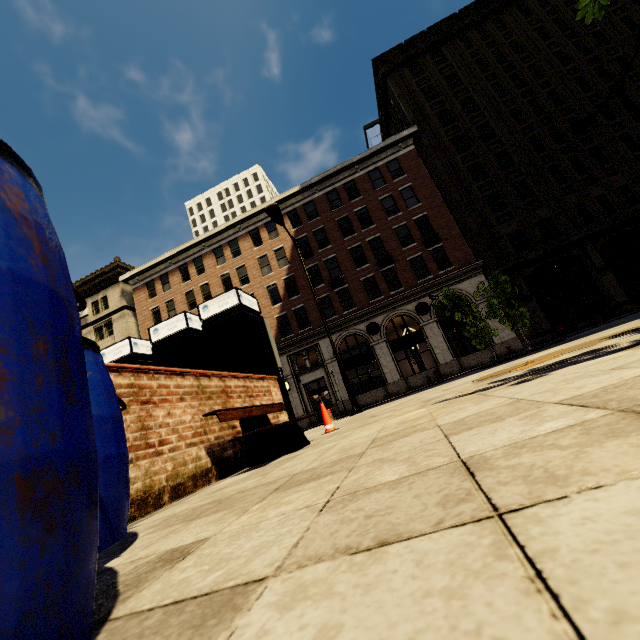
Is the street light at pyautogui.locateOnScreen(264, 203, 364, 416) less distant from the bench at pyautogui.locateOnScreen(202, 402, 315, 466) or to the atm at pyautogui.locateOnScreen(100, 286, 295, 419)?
the atm at pyautogui.locateOnScreen(100, 286, 295, 419)

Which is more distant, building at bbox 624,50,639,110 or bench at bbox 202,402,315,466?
building at bbox 624,50,639,110

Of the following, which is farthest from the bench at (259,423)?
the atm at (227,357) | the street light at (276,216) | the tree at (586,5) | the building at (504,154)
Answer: the building at (504,154)

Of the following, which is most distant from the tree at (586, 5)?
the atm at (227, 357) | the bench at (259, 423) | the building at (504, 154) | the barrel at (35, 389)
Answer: the building at (504, 154)

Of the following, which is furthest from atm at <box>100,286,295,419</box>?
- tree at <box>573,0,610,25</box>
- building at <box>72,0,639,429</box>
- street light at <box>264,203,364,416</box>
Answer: building at <box>72,0,639,429</box>

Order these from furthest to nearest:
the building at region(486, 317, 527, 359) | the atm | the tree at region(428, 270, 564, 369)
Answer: the building at region(486, 317, 527, 359) → the tree at region(428, 270, 564, 369) → the atm

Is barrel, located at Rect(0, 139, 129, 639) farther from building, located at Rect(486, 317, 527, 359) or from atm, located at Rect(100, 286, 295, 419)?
building, located at Rect(486, 317, 527, 359)

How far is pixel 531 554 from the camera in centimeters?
39cm
